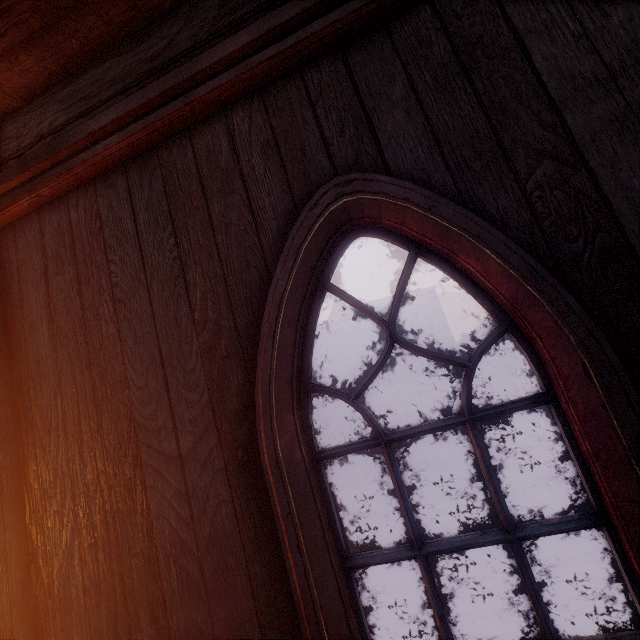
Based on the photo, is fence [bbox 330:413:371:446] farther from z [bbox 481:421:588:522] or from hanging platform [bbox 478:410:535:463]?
hanging platform [bbox 478:410:535:463]

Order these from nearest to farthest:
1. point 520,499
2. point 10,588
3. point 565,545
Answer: point 10,588, point 565,545, point 520,499

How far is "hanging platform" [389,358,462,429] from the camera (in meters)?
8.80

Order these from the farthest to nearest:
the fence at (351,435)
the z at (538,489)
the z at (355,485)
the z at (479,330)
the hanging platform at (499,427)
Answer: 1. the z at (479,330)
2. the fence at (351,435)
3. the hanging platform at (499,427)
4. the z at (355,485)
5. the z at (538,489)

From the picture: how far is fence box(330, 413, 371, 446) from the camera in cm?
1429

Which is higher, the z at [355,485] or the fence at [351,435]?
the fence at [351,435]

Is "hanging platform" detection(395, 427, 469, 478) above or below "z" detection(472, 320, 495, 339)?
below

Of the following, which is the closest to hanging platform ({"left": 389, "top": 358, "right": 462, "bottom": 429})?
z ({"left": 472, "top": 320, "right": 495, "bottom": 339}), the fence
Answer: z ({"left": 472, "top": 320, "right": 495, "bottom": 339})
